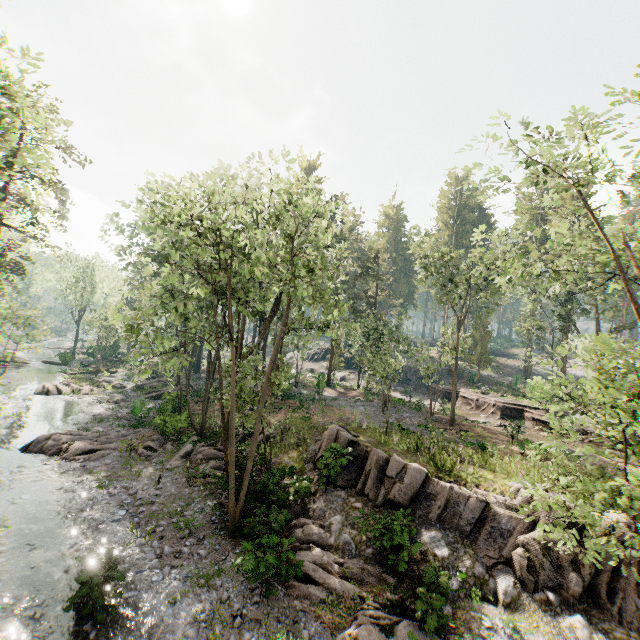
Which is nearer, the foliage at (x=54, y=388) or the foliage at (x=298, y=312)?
the foliage at (x=298, y=312)

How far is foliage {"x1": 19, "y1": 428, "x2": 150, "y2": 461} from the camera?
18.4m

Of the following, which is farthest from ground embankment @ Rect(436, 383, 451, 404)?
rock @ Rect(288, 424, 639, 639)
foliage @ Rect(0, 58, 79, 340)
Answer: rock @ Rect(288, 424, 639, 639)

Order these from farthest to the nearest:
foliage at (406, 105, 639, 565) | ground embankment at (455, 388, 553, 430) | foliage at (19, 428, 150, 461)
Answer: ground embankment at (455, 388, 553, 430) → foliage at (19, 428, 150, 461) → foliage at (406, 105, 639, 565)

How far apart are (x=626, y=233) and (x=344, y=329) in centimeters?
4903cm

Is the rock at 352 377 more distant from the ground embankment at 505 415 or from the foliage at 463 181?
the foliage at 463 181

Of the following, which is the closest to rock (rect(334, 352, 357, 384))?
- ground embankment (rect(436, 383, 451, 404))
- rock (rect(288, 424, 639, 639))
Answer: ground embankment (rect(436, 383, 451, 404))
